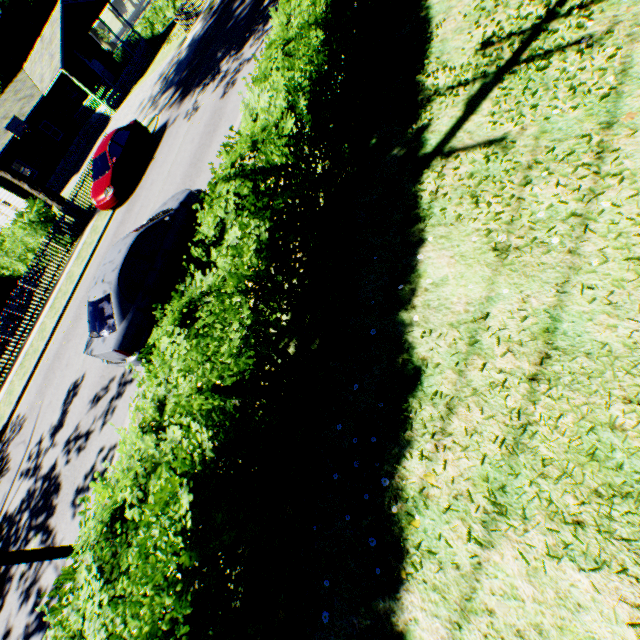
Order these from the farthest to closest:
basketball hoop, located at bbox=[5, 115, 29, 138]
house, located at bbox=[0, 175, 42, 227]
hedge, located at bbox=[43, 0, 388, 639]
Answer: house, located at bbox=[0, 175, 42, 227] → basketball hoop, located at bbox=[5, 115, 29, 138] → hedge, located at bbox=[43, 0, 388, 639]

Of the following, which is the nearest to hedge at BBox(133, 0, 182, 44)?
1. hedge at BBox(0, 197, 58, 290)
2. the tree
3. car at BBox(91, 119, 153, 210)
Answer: car at BBox(91, 119, 153, 210)

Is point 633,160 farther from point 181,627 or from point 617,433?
point 181,627

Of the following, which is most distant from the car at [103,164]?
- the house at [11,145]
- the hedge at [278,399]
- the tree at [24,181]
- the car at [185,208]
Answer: the house at [11,145]

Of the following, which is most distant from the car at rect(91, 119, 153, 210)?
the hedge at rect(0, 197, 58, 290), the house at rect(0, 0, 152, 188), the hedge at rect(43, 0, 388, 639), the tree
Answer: the house at rect(0, 0, 152, 188)

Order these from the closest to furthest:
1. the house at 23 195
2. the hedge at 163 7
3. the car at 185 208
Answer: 1. the car at 185 208
2. the house at 23 195
3. the hedge at 163 7

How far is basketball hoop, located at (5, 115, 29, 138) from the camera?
26.5 meters

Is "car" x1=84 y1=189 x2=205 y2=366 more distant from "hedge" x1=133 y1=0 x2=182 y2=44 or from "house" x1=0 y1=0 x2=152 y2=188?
"hedge" x1=133 y1=0 x2=182 y2=44
